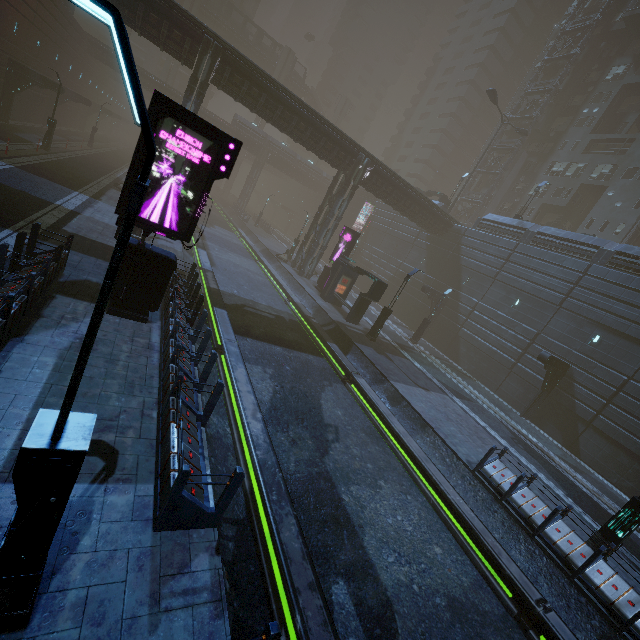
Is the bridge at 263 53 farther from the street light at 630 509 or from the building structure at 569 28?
the street light at 630 509

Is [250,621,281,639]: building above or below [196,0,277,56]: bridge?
below

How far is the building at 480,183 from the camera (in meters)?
47.53

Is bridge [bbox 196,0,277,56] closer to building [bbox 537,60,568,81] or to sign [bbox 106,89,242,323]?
building [bbox 537,60,568,81]

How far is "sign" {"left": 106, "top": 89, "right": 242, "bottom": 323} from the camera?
8.19m

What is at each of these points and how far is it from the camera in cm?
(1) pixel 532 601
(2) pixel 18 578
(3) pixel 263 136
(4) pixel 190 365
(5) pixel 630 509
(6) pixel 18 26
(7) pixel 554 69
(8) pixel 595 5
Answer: (1) train rail, 799
(2) street light, 314
(3) building, 5444
(4) building, 859
(5) street light, 1023
(6) building, 2567
(7) building, 4522
(8) building, 4216

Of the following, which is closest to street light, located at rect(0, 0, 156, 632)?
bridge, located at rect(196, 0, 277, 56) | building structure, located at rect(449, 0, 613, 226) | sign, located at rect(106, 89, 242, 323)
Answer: sign, located at rect(106, 89, 242, 323)

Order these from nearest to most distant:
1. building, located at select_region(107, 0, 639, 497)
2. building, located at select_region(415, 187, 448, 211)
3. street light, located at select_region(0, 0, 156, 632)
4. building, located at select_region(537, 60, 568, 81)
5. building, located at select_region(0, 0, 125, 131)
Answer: street light, located at select_region(0, 0, 156, 632)
building, located at select_region(107, 0, 639, 497)
building, located at select_region(0, 0, 125, 131)
building, located at select_region(415, 187, 448, 211)
building, located at select_region(537, 60, 568, 81)
